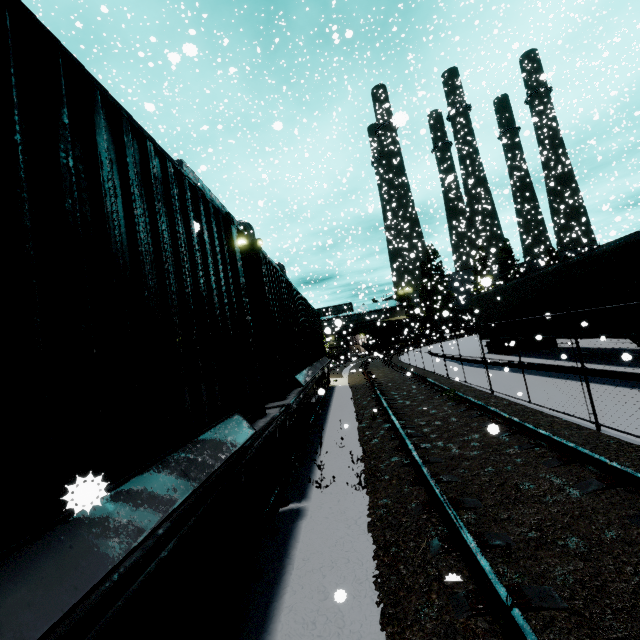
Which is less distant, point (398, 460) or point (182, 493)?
point (182, 493)

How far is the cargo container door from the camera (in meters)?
5.21

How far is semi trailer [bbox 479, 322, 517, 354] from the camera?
16.5 meters

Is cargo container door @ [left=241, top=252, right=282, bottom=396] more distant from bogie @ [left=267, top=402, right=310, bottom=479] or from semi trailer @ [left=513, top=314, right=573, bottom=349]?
semi trailer @ [left=513, top=314, right=573, bottom=349]

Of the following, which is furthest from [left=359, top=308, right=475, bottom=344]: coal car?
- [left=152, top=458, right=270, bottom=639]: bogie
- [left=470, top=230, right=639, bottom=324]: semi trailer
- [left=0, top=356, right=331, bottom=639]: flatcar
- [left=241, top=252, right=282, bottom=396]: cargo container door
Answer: [left=152, top=458, right=270, bottom=639]: bogie

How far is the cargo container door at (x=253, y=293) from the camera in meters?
5.2

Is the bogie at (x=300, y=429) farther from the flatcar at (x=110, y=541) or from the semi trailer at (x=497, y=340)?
the semi trailer at (x=497, y=340)

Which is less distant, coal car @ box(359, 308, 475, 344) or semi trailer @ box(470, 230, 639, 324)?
semi trailer @ box(470, 230, 639, 324)
